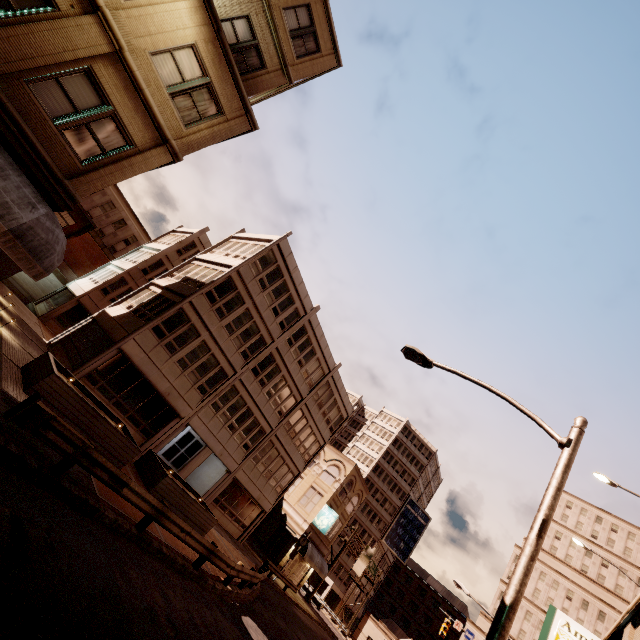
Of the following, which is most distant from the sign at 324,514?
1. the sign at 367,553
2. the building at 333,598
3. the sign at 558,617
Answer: the building at 333,598

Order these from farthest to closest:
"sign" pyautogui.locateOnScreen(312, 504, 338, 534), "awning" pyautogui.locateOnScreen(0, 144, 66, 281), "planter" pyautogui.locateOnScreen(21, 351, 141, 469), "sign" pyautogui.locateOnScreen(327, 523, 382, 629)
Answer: "sign" pyautogui.locateOnScreen(327, 523, 382, 629)
"sign" pyautogui.locateOnScreen(312, 504, 338, 534)
"planter" pyautogui.locateOnScreen(21, 351, 141, 469)
"awning" pyautogui.locateOnScreen(0, 144, 66, 281)

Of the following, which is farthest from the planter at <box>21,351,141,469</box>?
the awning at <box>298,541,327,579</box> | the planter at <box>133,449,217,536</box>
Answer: the awning at <box>298,541,327,579</box>

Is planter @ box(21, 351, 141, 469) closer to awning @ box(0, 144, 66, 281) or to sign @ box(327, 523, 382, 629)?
awning @ box(0, 144, 66, 281)

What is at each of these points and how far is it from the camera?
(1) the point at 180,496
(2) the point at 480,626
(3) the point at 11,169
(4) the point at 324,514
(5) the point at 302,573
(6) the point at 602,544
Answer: (1) planter, 15.72m
(2) building, 54.12m
(3) awning, 7.84m
(4) sign, 34.31m
(5) building, 35.59m
(6) building, 59.38m

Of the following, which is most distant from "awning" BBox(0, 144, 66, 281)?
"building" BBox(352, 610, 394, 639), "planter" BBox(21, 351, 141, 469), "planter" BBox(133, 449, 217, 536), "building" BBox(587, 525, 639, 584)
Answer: "building" BBox(587, 525, 639, 584)

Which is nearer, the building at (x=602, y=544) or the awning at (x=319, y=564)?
the awning at (x=319, y=564)

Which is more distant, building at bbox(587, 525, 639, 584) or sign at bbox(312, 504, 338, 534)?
building at bbox(587, 525, 639, 584)
